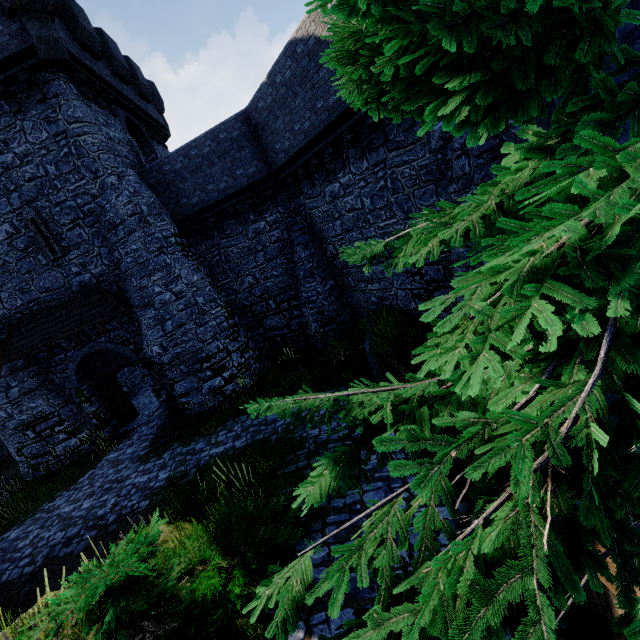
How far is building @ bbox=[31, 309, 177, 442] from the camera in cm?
1422

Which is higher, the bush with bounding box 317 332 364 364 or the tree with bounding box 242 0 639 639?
the tree with bounding box 242 0 639 639

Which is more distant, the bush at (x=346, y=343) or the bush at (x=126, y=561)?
the bush at (x=346, y=343)

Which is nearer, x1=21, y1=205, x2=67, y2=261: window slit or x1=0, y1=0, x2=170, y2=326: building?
x1=0, y1=0, x2=170, y2=326: building

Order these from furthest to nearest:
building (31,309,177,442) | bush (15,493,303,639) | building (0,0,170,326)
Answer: building (31,309,177,442)
building (0,0,170,326)
bush (15,493,303,639)

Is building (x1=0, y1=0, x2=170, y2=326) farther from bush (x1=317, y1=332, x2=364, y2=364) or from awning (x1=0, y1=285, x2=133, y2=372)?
bush (x1=317, y1=332, x2=364, y2=364)

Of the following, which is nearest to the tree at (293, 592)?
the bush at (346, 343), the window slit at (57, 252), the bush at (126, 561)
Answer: the bush at (126, 561)

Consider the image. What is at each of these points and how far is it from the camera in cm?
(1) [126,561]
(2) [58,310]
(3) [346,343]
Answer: (1) bush, 319
(2) awning, 1349
(3) bush, 1305
